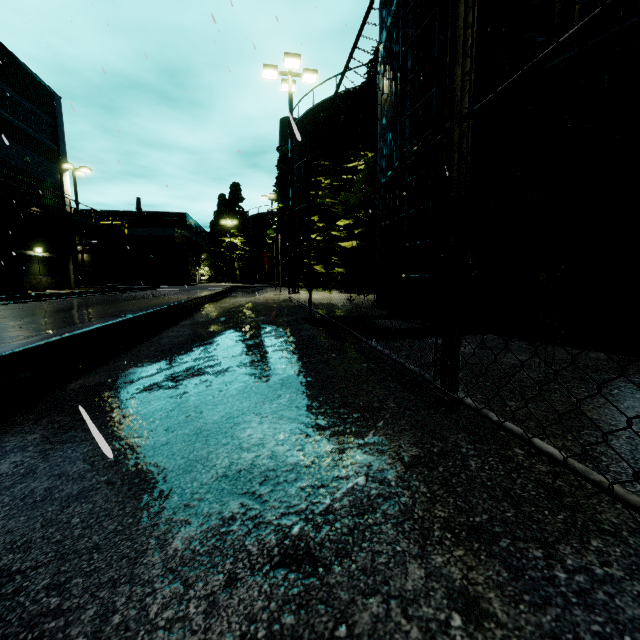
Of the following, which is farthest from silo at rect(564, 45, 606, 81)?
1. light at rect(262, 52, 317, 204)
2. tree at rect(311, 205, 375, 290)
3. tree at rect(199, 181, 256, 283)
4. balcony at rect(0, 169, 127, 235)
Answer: balcony at rect(0, 169, 127, 235)

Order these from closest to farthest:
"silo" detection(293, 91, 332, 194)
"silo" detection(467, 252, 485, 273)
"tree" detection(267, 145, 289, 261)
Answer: "silo" detection(467, 252, 485, 273) < "silo" detection(293, 91, 332, 194) < "tree" detection(267, 145, 289, 261)

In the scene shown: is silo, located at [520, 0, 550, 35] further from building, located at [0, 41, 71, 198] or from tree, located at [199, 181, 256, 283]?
tree, located at [199, 181, 256, 283]

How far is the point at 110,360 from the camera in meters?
4.2

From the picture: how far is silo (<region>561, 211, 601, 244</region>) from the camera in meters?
3.1

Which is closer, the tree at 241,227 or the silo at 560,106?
the silo at 560,106

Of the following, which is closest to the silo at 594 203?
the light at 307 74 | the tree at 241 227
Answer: the light at 307 74
